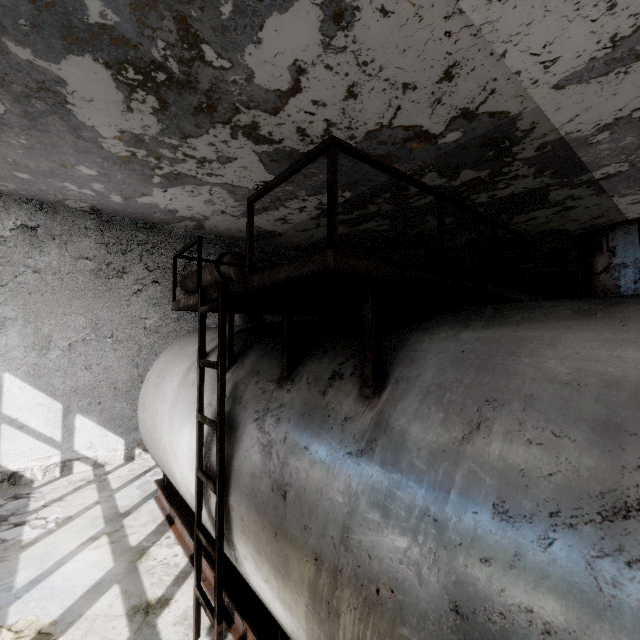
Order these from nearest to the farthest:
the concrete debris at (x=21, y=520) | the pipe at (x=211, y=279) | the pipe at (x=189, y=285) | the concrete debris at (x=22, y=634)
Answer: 1. the concrete debris at (x=22, y=634)
2. the concrete debris at (x=21, y=520)
3. the pipe at (x=211, y=279)
4. the pipe at (x=189, y=285)

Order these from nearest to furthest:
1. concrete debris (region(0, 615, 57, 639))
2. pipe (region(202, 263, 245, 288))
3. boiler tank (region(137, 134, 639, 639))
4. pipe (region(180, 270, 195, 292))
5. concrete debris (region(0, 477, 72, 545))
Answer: boiler tank (region(137, 134, 639, 639)) < concrete debris (region(0, 615, 57, 639)) < concrete debris (region(0, 477, 72, 545)) < pipe (region(202, 263, 245, 288)) < pipe (region(180, 270, 195, 292))

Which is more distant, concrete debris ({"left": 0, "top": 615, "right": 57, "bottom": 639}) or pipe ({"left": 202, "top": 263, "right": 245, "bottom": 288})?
pipe ({"left": 202, "top": 263, "right": 245, "bottom": 288})

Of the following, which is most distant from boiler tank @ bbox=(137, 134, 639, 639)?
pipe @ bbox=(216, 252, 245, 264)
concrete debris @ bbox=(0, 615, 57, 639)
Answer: pipe @ bbox=(216, 252, 245, 264)

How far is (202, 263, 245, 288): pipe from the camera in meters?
6.8

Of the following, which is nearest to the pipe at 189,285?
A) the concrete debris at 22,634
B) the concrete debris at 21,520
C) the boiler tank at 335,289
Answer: the boiler tank at 335,289

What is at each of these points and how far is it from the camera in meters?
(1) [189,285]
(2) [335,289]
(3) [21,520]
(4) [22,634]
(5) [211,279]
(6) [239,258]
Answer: (1) pipe, 9.5 m
(2) boiler tank, 2.9 m
(3) concrete debris, 6.1 m
(4) concrete debris, 3.7 m
(5) pipe, 8.2 m
(6) pipe, 7.0 m
